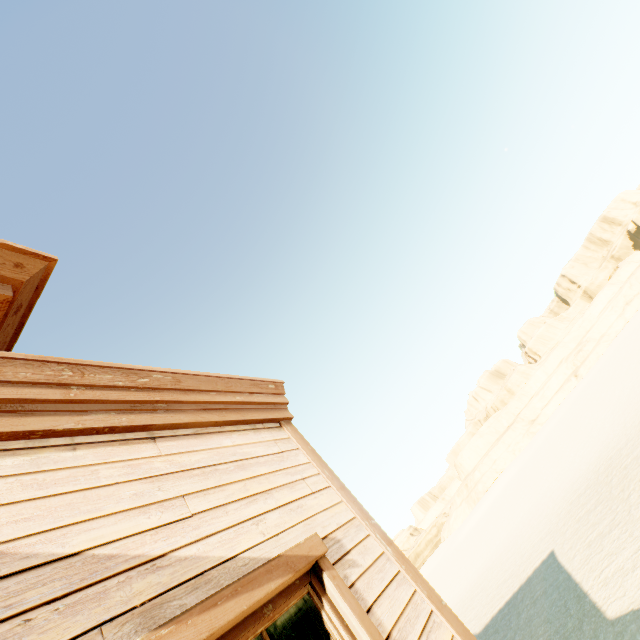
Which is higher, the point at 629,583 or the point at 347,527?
the point at 347,527
